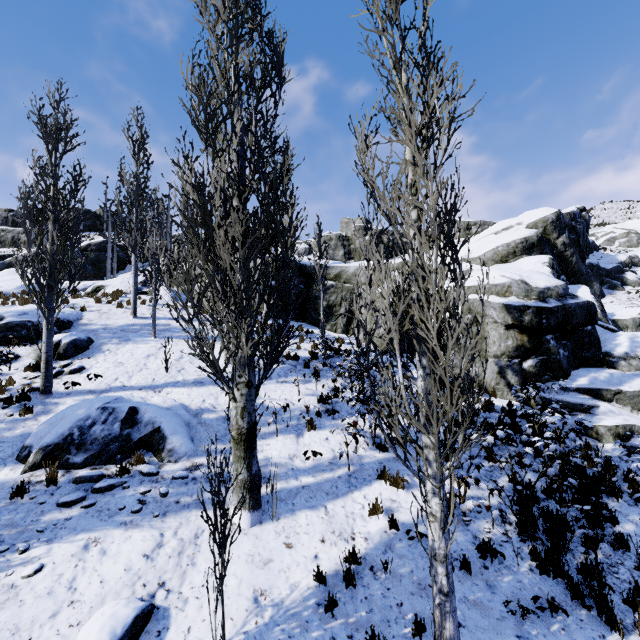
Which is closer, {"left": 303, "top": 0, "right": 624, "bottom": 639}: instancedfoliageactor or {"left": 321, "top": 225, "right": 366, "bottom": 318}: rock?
{"left": 303, "top": 0, "right": 624, "bottom": 639}: instancedfoliageactor

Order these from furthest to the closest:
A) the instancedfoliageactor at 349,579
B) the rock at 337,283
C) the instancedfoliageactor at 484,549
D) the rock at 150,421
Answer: the rock at 337,283, the rock at 150,421, the instancedfoliageactor at 484,549, the instancedfoliageactor at 349,579

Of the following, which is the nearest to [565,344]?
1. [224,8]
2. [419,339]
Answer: [419,339]

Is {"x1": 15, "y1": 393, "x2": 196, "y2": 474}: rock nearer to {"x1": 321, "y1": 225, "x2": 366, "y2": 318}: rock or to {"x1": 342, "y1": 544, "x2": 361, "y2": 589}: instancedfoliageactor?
{"x1": 342, "y1": 544, "x2": 361, "y2": 589}: instancedfoliageactor

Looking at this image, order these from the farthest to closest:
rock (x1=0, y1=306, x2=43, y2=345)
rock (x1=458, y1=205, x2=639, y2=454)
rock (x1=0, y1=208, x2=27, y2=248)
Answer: rock (x1=0, y1=208, x2=27, y2=248) → rock (x1=0, y1=306, x2=43, y2=345) → rock (x1=458, y1=205, x2=639, y2=454)

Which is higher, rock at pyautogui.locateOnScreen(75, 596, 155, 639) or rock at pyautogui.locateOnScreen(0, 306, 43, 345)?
rock at pyautogui.locateOnScreen(0, 306, 43, 345)

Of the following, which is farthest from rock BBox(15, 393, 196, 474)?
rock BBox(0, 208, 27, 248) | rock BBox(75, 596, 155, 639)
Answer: rock BBox(0, 208, 27, 248)

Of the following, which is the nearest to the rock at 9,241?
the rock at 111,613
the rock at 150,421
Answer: the rock at 150,421
